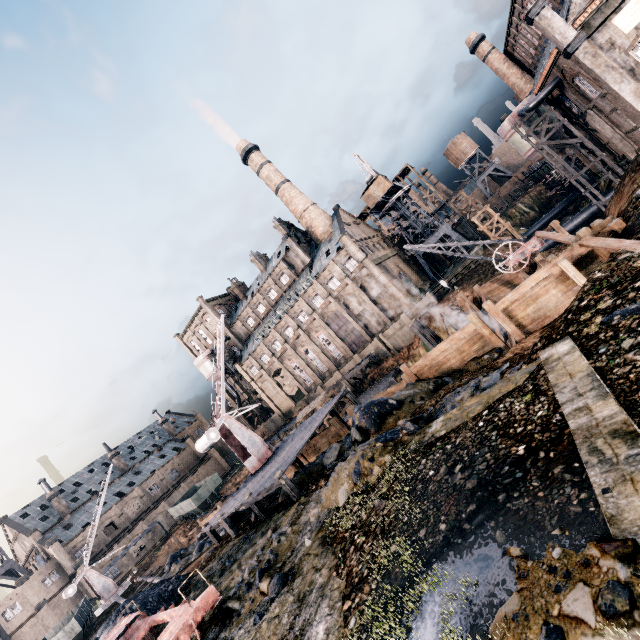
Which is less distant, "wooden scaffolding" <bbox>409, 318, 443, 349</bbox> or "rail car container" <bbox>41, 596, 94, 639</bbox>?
"rail car container" <bbox>41, 596, 94, 639</bbox>

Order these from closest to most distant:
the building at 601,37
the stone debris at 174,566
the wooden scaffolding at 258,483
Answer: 1. the wooden scaffolding at 258,483
2. the stone debris at 174,566
3. the building at 601,37

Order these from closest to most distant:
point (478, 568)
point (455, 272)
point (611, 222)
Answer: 1. point (478, 568)
2. point (611, 222)
3. point (455, 272)

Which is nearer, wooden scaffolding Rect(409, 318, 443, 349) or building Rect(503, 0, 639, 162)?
building Rect(503, 0, 639, 162)

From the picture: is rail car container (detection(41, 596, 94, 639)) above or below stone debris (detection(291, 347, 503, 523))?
above

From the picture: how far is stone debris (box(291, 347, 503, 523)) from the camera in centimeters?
1030cm

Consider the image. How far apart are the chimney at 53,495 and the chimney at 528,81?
103.9m

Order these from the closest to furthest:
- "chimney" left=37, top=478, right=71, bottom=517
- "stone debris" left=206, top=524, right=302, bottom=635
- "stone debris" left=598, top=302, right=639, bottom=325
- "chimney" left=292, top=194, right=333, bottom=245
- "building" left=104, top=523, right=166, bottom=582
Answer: "stone debris" left=598, top=302, right=639, bottom=325 → "stone debris" left=206, top=524, right=302, bottom=635 → "building" left=104, top=523, right=166, bottom=582 → "chimney" left=37, top=478, right=71, bottom=517 → "chimney" left=292, top=194, right=333, bottom=245
